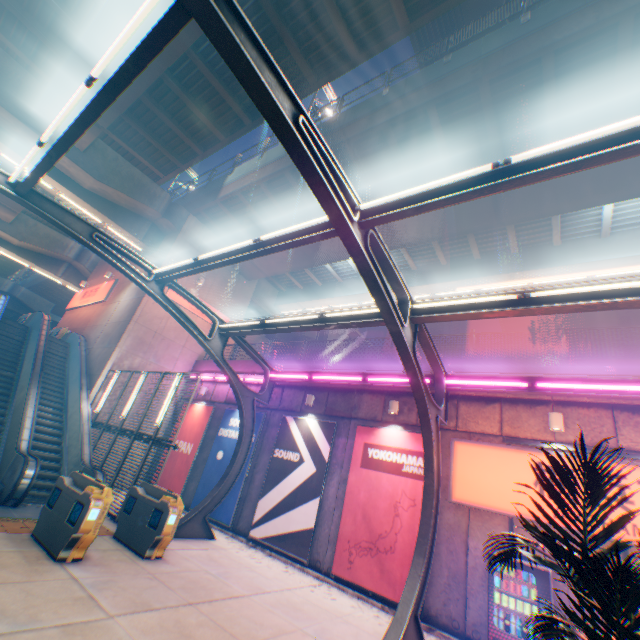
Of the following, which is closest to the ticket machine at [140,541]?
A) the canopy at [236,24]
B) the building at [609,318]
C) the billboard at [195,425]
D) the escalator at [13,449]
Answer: the canopy at [236,24]

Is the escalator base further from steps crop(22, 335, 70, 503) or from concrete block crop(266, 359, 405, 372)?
concrete block crop(266, 359, 405, 372)

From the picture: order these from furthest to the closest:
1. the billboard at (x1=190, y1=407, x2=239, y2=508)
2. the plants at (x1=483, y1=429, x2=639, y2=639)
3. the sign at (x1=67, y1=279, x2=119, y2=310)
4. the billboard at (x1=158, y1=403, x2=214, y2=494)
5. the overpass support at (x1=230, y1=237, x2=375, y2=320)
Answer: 1. the sign at (x1=67, y1=279, x2=119, y2=310)
2. the overpass support at (x1=230, y1=237, x2=375, y2=320)
3. the billboard at (x1=158, y1=403, x2=214, y2=494)
4. the billboard at (x1=190, y1=407, x2=239, y2=508)
5. the plants at (x1=483, y1=429, x2=639, y2=639)

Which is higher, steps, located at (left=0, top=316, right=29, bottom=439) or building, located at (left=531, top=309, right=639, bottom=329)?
building, located at (left=531, top=309, right=639, bottom=329)

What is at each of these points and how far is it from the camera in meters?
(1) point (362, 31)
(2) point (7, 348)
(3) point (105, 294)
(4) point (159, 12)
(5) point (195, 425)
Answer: (1) overpass support, 10.5 m
(2) steps, 14.8 m
(3) sign, 20.5 m
(4) overpass support, 9.8 m
(5) billboard, 16.0 m

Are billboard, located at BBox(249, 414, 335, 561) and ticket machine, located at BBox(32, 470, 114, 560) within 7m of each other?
yes

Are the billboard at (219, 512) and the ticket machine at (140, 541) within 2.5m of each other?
no

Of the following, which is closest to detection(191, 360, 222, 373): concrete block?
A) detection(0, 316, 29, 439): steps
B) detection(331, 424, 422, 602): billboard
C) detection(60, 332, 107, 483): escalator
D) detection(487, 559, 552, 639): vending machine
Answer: detection(331, 424, 422, 602): billboard
